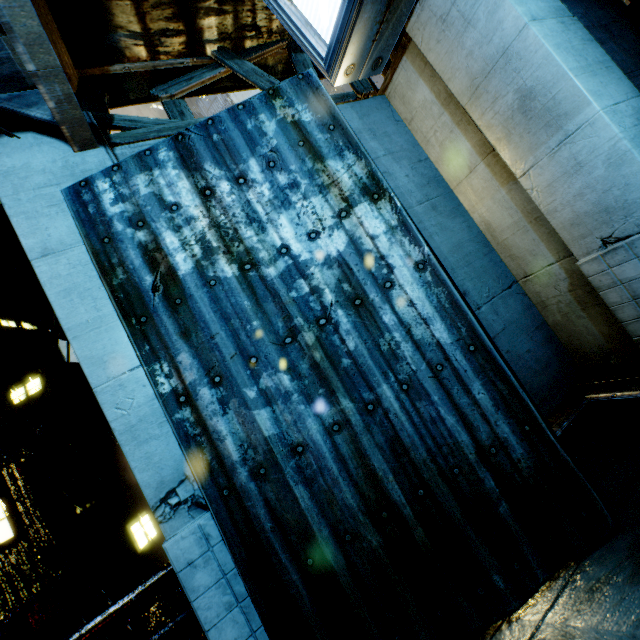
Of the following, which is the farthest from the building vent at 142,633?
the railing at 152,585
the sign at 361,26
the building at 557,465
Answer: the sign at 361,26

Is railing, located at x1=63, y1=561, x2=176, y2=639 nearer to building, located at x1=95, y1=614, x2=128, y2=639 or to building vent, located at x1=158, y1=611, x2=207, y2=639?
building, located at x1=95, y1=614, x2=128, y2=639

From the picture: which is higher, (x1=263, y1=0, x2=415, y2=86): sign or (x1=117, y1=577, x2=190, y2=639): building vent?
(x1=263, y1=0, x2=415, y2=86): sign

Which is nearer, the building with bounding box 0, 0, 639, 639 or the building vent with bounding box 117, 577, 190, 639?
the building with bounding box 0, 0, 639, 639

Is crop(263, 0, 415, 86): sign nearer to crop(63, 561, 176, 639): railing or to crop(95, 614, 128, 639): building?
crop(95, 614, 128, 639): building

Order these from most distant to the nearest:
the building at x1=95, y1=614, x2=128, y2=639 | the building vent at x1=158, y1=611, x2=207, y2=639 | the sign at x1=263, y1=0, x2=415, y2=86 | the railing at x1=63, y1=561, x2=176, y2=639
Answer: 1. the building at x1=95, y1=614, x2=128, y2=639
2. the building vent at x1=158, y1=611, x2=207, y2=639
3. the railing at x1=63, y1=561, x2=176, y2=639
4. the sign at x1=263, y1=0, x2=415, y2=86

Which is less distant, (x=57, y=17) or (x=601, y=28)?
(x=57, y=17)

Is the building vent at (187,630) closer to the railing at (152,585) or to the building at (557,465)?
the building at (557,465)
